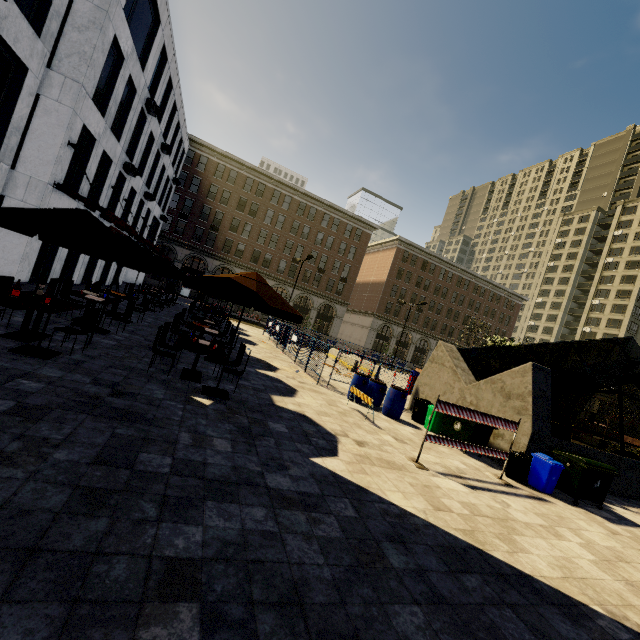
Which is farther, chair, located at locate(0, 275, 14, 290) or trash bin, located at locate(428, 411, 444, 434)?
trash bin, located at locate(428, 411, 444, 434)

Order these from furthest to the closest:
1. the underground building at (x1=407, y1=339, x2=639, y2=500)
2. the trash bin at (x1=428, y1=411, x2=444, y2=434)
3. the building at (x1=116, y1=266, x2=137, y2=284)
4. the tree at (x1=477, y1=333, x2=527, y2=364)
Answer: the building at (x1=116, y1=266, x2=137, y2=284) → the tree at (x1=477, y1=333, x2=527, y2=364) → the trash bin at (x1=428, y1=411, x2=444, y2=434) → the underground building at (x1=407, y1=339, x2=639, y2=500)

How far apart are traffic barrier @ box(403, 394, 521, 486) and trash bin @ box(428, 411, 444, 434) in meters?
2.6

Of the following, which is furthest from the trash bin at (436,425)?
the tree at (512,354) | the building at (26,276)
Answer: the building at (26,276)

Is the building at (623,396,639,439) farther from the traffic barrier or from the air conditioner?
the traffic barrier

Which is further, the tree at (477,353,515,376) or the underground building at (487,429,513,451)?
the tree at (477,353,515,376)

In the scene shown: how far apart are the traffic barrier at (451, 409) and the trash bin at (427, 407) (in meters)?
3.38

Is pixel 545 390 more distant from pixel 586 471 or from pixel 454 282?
pixel 454 282
